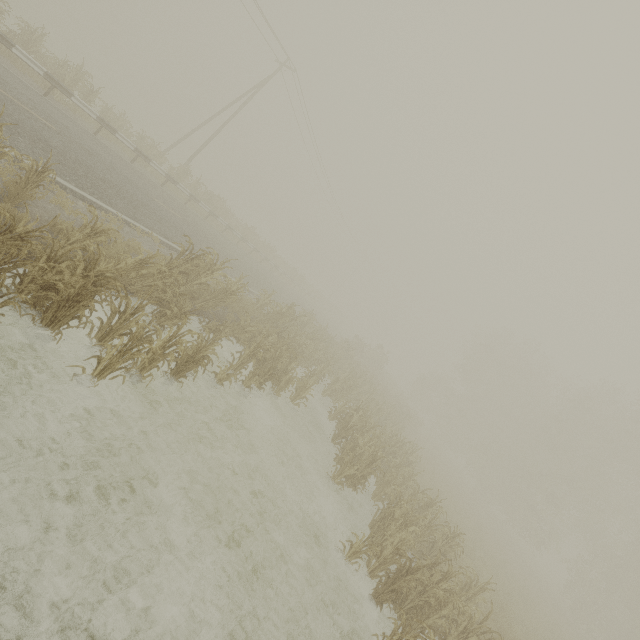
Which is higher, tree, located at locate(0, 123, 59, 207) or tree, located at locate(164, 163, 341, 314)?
tree, located at locate(164, 163, 341, 314)

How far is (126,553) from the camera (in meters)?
4.34

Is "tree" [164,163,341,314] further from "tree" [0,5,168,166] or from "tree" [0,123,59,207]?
"tree" [0,123,59,207]

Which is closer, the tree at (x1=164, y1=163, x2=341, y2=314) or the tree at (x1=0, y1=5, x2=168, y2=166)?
the tree at (x1=0, y1=5, x2=168, y2=166)

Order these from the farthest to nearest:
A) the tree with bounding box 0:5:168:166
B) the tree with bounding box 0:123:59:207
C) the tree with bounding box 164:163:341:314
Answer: the tree with bounding box 164:163:341:314, the tree with bounding box 0:5:168:166, the tree with bounding box 0:123:59:207

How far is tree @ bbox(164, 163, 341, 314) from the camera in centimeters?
2017cm

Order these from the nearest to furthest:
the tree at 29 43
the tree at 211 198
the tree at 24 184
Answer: the tree at 24 184
the tree at 29 43
the tree at 211 198

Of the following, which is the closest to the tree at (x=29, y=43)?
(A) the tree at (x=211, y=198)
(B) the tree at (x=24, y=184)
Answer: (A) the tree at (x=211, y=198)
